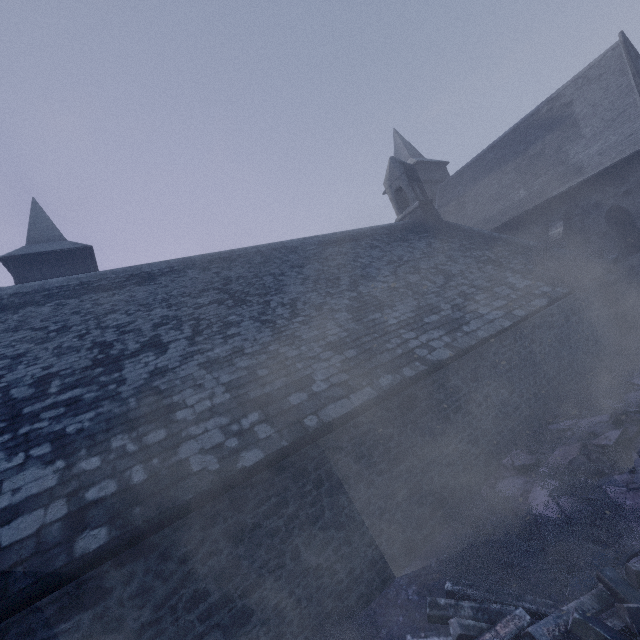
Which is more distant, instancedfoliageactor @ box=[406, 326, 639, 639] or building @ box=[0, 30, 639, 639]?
building @ box=[0, 30, 639, 639]

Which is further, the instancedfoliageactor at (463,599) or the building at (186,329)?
the building at (186,329)

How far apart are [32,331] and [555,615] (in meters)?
10.78

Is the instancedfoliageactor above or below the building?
below

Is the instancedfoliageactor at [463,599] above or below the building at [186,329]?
below
